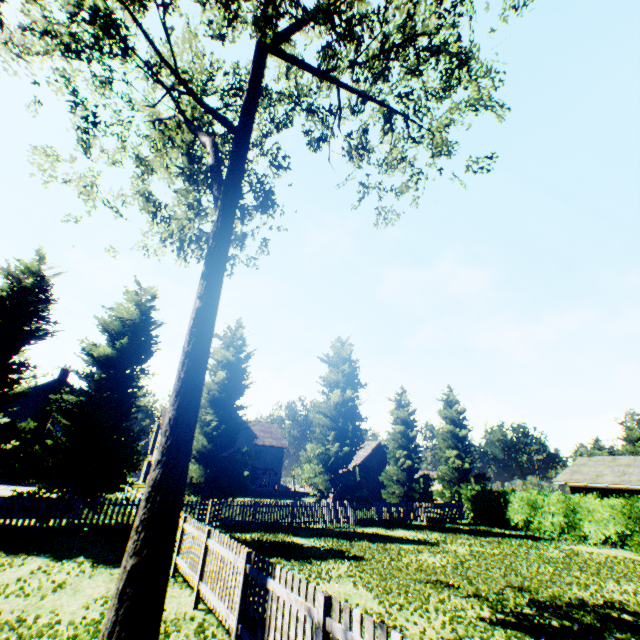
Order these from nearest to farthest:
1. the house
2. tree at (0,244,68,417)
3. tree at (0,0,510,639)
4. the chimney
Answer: tree at (0,0,510,639) → tree at (0,244,68,417) → the house → the chimney

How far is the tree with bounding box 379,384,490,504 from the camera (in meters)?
26.75

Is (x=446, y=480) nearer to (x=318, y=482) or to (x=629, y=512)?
(x=629, y=512)

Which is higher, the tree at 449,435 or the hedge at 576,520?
the tree at 449,435

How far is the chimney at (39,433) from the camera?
34.2m

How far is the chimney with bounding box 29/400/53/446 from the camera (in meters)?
34.25

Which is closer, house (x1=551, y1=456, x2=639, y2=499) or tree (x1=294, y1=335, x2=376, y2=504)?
house (x1=551, y1=456, x2=639, y2=499)

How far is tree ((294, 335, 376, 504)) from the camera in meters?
22.7
